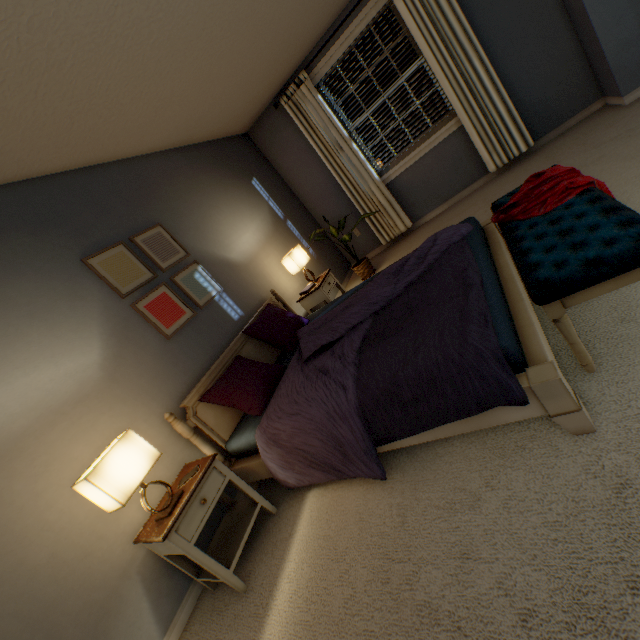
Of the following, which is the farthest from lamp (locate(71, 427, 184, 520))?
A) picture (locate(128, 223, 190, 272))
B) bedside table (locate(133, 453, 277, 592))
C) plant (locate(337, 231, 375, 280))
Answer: plant (locate(337, 231, 375, 280))

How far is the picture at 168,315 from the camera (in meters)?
2.29

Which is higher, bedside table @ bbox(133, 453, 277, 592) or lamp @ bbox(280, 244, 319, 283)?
lamp @ bbox(280, 244, 319, 283)

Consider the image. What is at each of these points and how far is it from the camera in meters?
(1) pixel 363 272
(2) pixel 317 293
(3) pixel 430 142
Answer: (1) plant, 4.2
(2) bedside table, 3.4
(3) window, 3.9

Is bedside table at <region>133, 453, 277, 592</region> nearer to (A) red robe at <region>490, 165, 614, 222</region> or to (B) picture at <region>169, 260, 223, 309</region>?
(B) picture at <region>169, 260, 223, 309</region>

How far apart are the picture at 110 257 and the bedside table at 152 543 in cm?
93

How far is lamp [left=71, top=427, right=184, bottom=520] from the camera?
1.41m

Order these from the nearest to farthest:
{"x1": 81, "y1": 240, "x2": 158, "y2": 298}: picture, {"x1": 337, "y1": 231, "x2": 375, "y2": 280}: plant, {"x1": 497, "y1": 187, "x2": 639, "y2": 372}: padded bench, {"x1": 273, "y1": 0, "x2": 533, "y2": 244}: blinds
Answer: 1. {"x1": 497, "y1": 187, "x2": 639, "y2": 372}: padded bench
2. {"x1": 81, "y1": 240, "x2": 158, "y2": 298}: picture
3. {"x1": 273, "y1": 0, "x2": 533, "y2": 244}: blinds
4. {"x1": 337, "y1": 231, "x2": 375, "y2": 280}: plant
